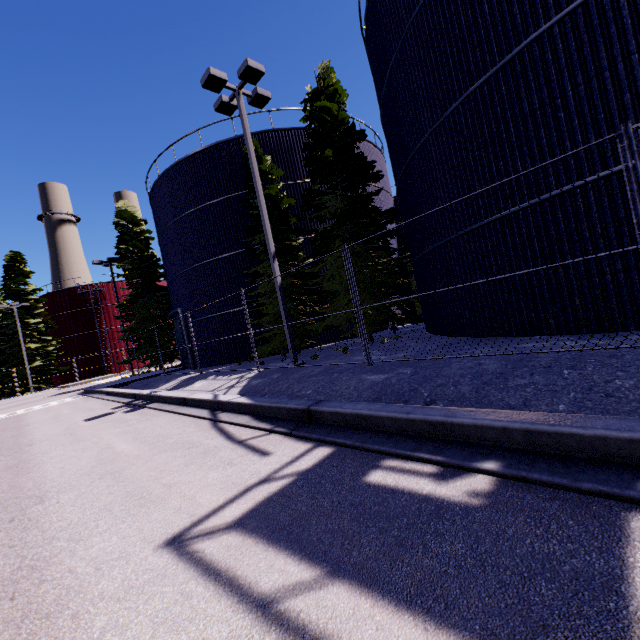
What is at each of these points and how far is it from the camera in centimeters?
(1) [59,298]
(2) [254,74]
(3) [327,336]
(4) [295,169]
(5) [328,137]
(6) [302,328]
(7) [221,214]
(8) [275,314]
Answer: (1) silo, 4162cm
(2) light, 1063cm
(3) silo, 1780cm
(4) silo, 1783cm
(5) tree, 1376cm
(6) tree, 1441cm
(7) silo, 1794cm
(8) tree, 1498cm

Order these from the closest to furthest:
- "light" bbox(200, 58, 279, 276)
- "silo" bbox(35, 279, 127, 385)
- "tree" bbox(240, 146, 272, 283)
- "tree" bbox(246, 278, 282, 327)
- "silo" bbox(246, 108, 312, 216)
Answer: "light" bbox(200, 58, 279, 276) < "tree" bbox(246, 278, 282, 327) < "tree" bbox(240, 146, 272, 283) < "silo" bbox(246, 108, 312, 216) < "silo" bbox(35, 279, 127, 385)

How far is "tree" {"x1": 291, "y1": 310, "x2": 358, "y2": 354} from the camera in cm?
1279

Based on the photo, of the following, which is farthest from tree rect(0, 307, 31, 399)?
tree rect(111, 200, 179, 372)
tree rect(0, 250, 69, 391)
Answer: tree rect(111, 200, 179, 372)

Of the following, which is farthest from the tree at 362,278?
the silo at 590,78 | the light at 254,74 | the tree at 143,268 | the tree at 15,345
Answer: the tree at 15,345

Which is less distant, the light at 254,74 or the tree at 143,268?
the light at 254,74

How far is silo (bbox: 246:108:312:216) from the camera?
17.6m

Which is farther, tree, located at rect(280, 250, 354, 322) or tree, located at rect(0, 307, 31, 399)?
tree, located at rect(0, 307, 31, 399)
